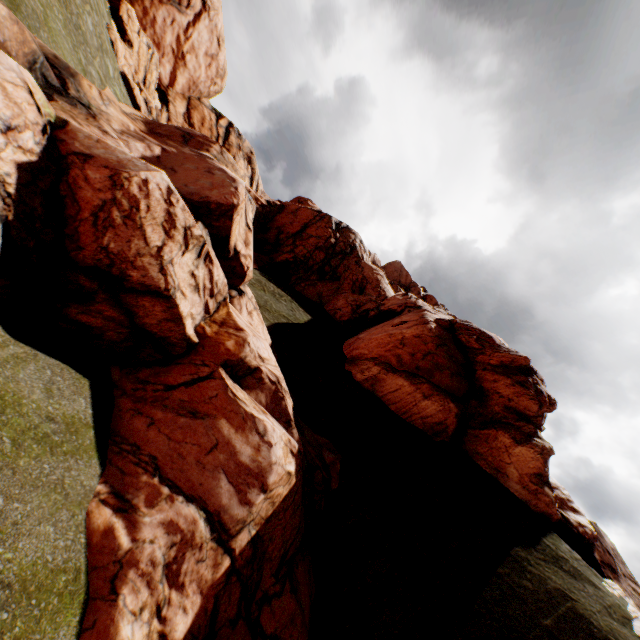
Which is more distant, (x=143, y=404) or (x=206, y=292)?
(x=206, y=292)
